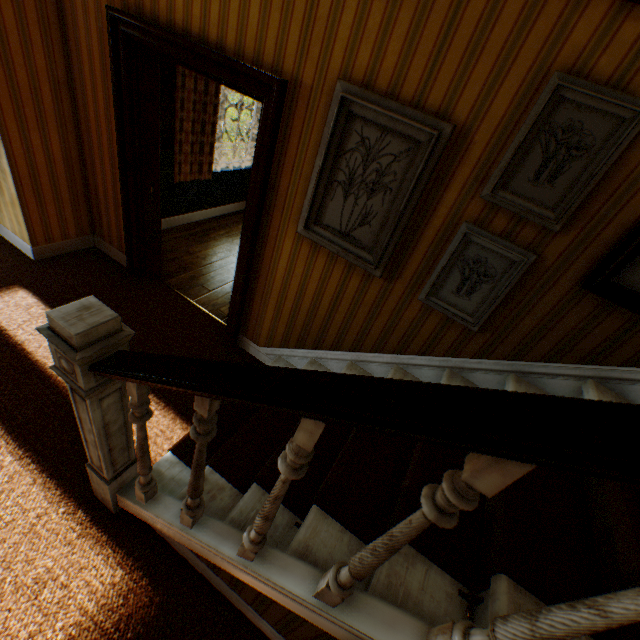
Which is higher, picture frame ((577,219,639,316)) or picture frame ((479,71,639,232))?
picture frame ((479,71,639,232))

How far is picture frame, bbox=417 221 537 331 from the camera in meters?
1.9 m

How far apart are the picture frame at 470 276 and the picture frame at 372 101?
0.3 meters

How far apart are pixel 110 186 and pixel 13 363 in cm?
199

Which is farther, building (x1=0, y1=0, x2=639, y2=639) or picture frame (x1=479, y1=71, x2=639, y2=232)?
picture frame (x1=479, y1=71, x2=639, y2=232)

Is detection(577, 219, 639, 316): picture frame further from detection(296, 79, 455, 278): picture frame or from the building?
detection(296, 79, 455, 278): picture frame

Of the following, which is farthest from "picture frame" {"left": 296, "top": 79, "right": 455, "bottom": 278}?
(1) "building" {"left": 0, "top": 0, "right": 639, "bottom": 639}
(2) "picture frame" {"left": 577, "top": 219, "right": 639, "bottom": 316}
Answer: (2) "picture frame" {"left": 577, "top": 219, "right": 639, "bottom": 316}

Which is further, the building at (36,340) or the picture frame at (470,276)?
the picture frame at (470,276)
